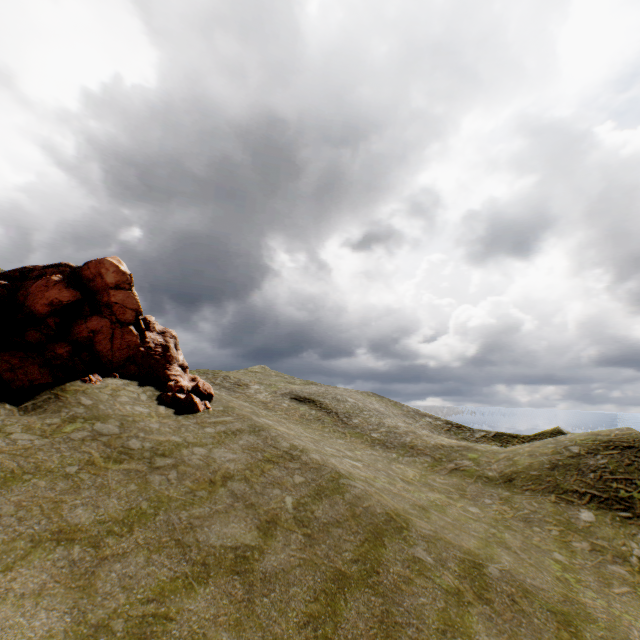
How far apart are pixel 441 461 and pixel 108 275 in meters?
30.9 m
